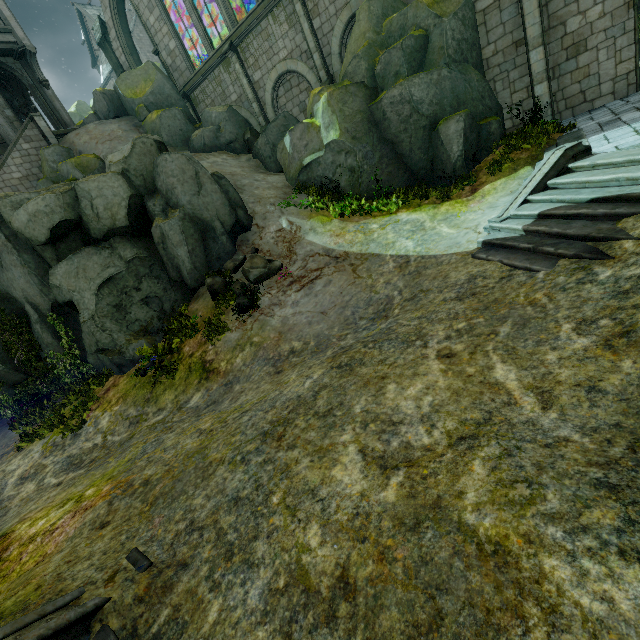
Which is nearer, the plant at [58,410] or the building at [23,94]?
the plant at [58,410]

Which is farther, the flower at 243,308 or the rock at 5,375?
the rock at 5,375

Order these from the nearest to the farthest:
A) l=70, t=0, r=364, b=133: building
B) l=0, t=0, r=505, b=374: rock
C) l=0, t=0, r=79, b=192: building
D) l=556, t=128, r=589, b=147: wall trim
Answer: l=556, t=128, r=589, b=147: wall trim < l=0, t=0, r=505, b=374: rock < l=70, t=0, r=364, b=133: building < l=0, t=0, r=79, b=192: building

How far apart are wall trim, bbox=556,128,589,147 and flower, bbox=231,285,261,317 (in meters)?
9.26

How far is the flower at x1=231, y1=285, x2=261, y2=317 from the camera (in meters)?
10.46

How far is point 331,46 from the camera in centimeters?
1598cm

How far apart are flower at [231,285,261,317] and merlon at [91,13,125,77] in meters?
24.0 m

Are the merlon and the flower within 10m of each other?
no
